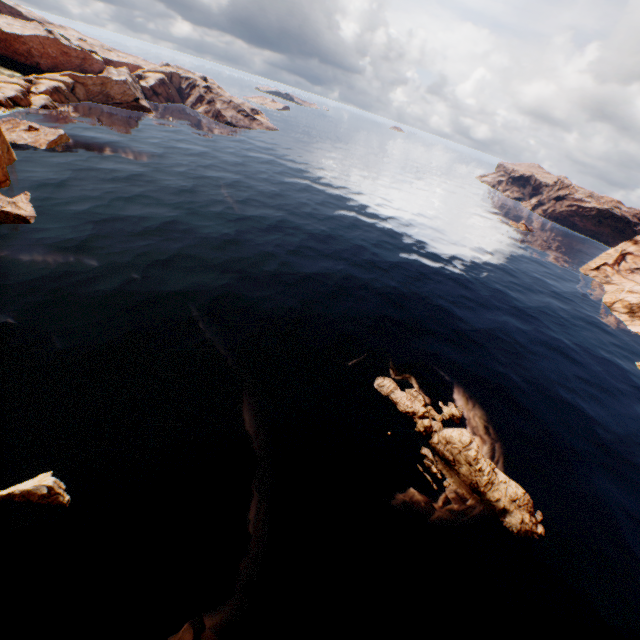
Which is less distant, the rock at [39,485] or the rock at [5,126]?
the rock at [39,485]

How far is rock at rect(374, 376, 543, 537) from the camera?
25.3 meters

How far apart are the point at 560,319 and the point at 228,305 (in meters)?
59.48

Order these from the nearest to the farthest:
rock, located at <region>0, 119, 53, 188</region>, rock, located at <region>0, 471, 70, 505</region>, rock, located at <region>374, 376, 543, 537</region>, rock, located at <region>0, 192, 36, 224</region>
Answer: rock, located at <region>0, 471, 70, 505</region>
rock, located at <region>374, 376, 543, 537</region>
rock, located at <region>0, 192, 36, 224</region>
rock, located at <region>0, 119, 53, 188</region>

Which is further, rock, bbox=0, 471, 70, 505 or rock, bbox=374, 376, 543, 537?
rock, bbox=374, 376, 543, 537

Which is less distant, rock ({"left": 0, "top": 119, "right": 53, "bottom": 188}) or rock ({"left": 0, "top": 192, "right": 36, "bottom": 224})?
rock ({"left": 0, "top": 192, "right": 36, "bottom": 224})

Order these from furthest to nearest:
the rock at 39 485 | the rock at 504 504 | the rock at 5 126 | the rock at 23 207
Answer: the rock at 5 126 → the rock at 23 207 → the rock at 504 504 → the rock at 39 485
